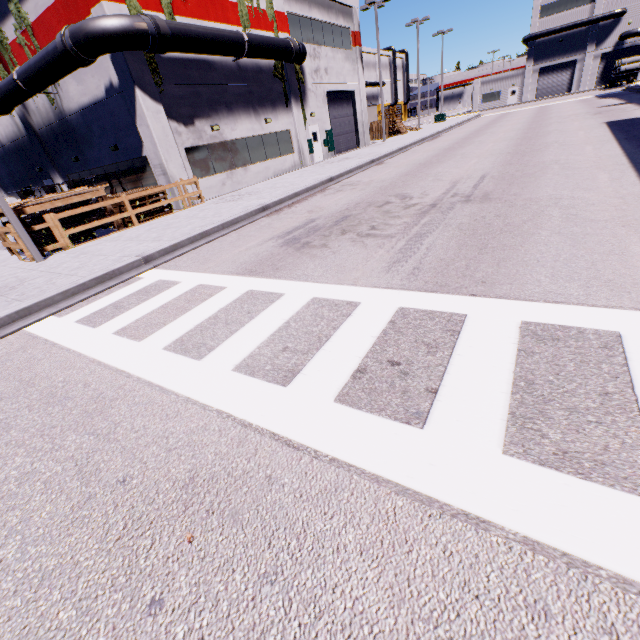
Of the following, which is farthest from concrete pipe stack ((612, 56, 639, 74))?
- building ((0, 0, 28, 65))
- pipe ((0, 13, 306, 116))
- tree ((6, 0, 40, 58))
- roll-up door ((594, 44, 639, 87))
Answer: tree ((6, 0, 40, 58))

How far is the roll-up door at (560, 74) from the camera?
52.2 meters

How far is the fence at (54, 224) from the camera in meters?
10.6 m

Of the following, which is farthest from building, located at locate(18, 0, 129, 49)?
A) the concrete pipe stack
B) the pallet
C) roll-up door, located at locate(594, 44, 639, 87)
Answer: the pallet

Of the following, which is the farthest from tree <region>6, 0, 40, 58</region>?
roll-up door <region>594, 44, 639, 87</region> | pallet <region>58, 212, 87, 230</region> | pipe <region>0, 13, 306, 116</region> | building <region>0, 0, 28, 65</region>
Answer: roll-up door <region>594, 44, 639, 87</region>

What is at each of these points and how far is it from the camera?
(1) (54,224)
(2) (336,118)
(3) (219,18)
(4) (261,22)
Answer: (1) fence, 10.7 meters
(2) roll-up door, 26.8 meters
(3) building, 16.2 meters
(4) building, 18.5 meters

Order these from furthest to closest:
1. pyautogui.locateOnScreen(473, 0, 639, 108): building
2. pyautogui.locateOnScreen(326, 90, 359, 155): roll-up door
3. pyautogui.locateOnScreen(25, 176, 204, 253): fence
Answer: pyautogui.locateOnScreen(473, 0, 639, 108): building → pyautogui.locateOnScreen(326, 90, 359, 155): roll-up door → pyautogui.locateOnScreen(25, 176, 204, 253): fence

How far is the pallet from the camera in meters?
11.9
